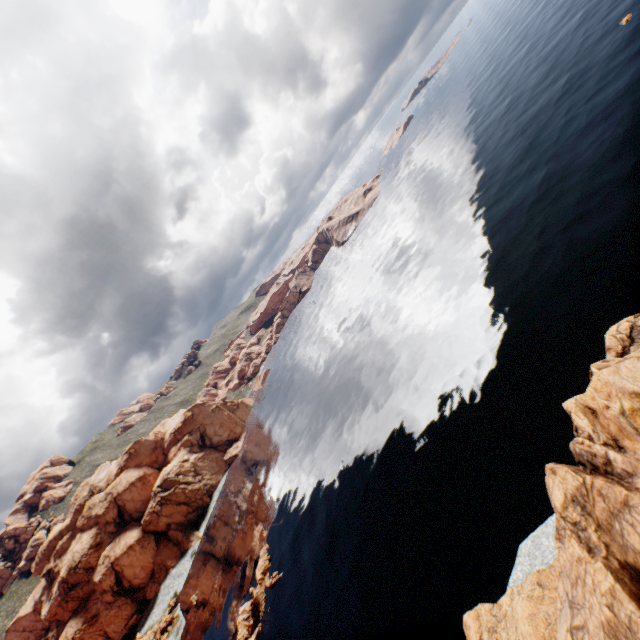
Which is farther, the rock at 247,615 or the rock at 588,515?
the rock at 247,615

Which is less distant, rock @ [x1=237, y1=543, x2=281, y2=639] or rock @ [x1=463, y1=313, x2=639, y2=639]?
rock @ [x1=463, y1=313, x2=639, y2=639]

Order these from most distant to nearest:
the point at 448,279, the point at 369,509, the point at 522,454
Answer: the point at 448,279 → the point at 369,509 → the point at 522,454
